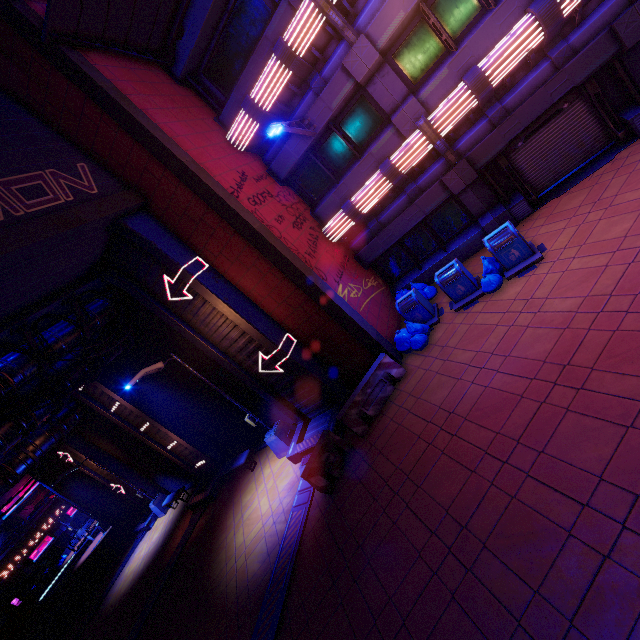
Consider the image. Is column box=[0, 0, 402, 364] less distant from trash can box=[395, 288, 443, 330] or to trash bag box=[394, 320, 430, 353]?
trash bag box=[394, 320, 430, 353]

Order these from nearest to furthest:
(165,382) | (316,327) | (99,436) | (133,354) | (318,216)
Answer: (316,327) < (318,216) < (133,354) < (165,382) < (99,436)

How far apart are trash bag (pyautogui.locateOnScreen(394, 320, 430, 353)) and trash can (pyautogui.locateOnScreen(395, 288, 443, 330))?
0.0 meters

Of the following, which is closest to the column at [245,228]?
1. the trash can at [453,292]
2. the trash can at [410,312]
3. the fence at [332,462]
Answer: the trash can at [410,312]

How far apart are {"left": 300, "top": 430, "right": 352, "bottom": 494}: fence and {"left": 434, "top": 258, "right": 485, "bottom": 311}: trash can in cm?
525

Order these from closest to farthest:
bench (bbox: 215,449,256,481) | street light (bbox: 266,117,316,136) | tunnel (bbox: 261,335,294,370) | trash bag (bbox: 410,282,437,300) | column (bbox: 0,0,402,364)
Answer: column (bbox: 0,0,402,364) → street light (bbox: 266,117,316,136) → tunnel (bbox: 261,335,294,370) → trash bag (bbox: 410,282,437,300) → bench (bbox: 215,449,256,481)

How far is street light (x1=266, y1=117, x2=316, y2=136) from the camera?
8.4m

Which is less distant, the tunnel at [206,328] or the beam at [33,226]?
the beam at [33,226]
